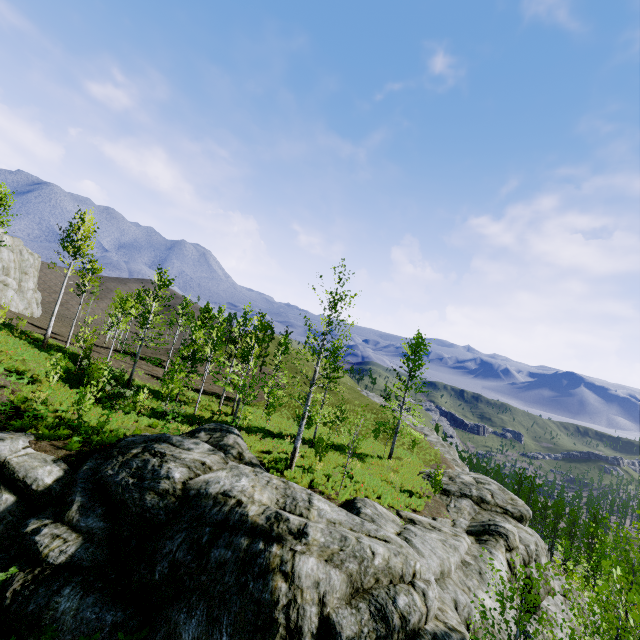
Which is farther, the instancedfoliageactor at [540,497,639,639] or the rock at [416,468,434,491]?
the rock at [416,468,434,491]

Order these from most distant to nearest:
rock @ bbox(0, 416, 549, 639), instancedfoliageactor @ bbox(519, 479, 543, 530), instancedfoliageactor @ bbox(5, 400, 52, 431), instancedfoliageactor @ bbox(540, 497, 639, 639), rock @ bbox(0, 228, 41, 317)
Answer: instancedfoliageactor @ bbox(519, 479, 543, 530) → rock @ bbox(0, 228, 41, 317) → instancedfoliageactor @ bbox(5, 400, 52, 431) → rock @ bbox(0, 416, 549, 639) → instancedfoliageactor @ bbox(540, 497, 639, 639)

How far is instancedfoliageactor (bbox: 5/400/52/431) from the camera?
14.2 meters

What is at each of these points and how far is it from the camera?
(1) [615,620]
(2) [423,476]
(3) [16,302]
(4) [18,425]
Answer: (1) instancedfoliageactor, 5.95m
(2) rock, 25.20m
(3) rock, 41.06m
(4) instancedfoliageactor, 14.36m

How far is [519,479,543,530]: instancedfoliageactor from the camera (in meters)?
49.47

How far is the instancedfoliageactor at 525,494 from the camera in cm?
4947

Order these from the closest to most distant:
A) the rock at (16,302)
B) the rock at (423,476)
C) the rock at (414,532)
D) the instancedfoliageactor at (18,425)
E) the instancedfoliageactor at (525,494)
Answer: the rock at (414,532) → the instancedfoliageactor at (18,425) → the rock at (423,476) → the rock at (16,302) → the instancedfoliageactor at (525,494)
